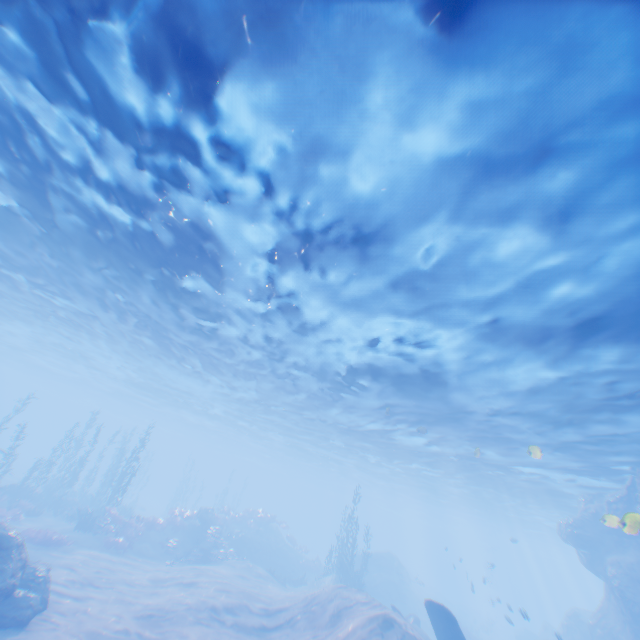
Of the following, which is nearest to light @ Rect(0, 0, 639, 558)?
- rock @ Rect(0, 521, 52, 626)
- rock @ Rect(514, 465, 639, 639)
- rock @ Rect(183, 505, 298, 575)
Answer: rock @ Rect(514, 465, 639, 639)

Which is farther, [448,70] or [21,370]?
[21,370]

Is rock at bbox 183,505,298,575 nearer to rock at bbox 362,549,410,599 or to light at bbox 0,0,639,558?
rock at bbox 362,549,410,599

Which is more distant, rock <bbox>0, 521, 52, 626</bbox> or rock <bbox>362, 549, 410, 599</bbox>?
rock <bbox>362, 549, 410, 599</bbox>

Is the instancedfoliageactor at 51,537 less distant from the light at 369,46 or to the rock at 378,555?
the light at 369,46

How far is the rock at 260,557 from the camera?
25.3 meters

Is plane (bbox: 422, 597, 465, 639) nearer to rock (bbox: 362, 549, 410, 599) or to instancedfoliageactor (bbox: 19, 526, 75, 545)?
rock (bbox: 362, 549, 410, 599)
